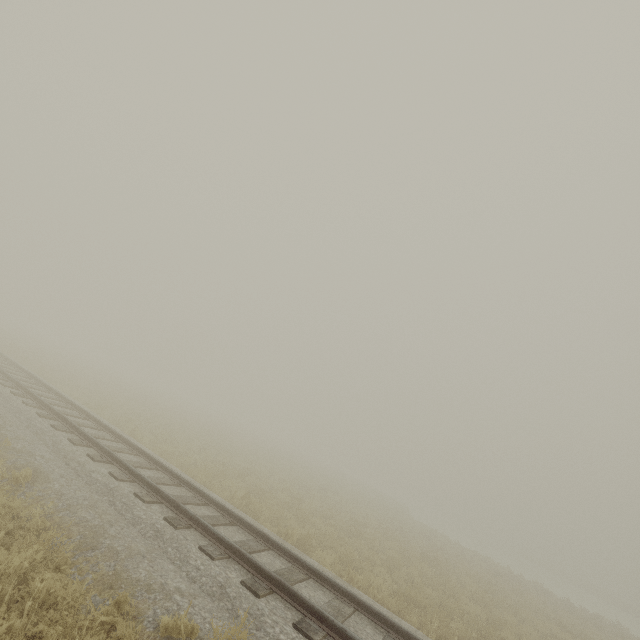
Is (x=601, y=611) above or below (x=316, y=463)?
below
